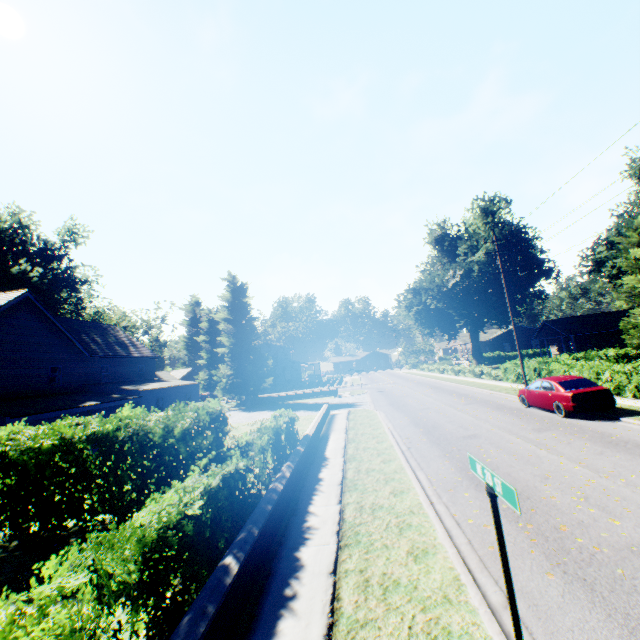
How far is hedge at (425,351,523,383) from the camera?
27.2m

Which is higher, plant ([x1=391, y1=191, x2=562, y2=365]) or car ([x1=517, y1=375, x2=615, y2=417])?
plant ([x1=391, y1=191, x2=562, y2=365])

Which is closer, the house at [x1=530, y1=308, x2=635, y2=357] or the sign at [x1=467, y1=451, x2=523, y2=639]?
the sign at [x1=467, y1=451, x2=523, y2=639]

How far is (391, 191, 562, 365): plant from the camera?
39.9m

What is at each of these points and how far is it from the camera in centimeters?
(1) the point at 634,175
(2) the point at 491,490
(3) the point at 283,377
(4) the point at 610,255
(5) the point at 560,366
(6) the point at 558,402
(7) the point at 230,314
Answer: (1) plant, 4169cm
(2) sign, 275cm
(3) house, 5934cm
(4) plant, 4428cm
(5) hedge, 2111cm
(6) car, 1423cm
(7) plant, 3753cm

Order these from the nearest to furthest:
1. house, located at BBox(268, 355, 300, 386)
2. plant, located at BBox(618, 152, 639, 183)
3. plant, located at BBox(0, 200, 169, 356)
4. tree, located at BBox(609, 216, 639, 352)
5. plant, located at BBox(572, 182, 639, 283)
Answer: tree, located at BBox(609, 216, 639, 352) → plant, located at BBox(0, 200, 169, 356) → plant, located at BBox(618, 152, 639, 183) → plant, located at BBox(572, 182, 639, 283) → house, located at BBox(268, 355, 300, 386)

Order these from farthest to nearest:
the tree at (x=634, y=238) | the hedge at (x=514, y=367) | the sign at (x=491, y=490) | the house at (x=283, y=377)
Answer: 1. the house at (x=283, y=377)
2. the hedge at (x=514, y=367)
3. the tree at (x=634, y=238)
4. the sign at (x=491, y=490)

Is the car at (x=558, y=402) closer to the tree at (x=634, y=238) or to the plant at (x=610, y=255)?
the tree at (x=634, y=238)
